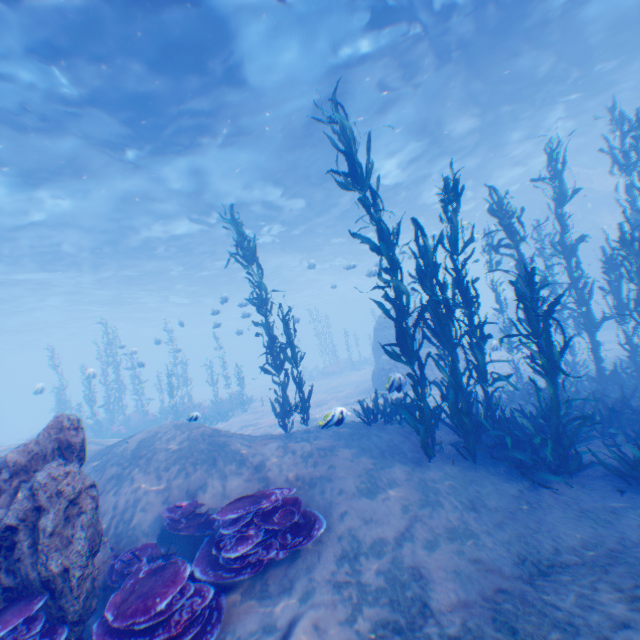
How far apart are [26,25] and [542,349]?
15.2m

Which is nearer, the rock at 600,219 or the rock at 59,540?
the rock at 59,540

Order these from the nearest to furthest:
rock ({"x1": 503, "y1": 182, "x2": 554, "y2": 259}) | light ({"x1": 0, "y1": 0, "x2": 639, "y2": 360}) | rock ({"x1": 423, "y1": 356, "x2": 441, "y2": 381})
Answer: light ({"x1": 0, "y1": 0, "x2": 639, "y2": 360}) → rock ({"x1": 423, "y1": 356, "x2": 441, "y2": 381}) → rock ({"x1": 503, "y1": 182, "x2": 554, "y2": 259})

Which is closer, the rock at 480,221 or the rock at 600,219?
the rock at 600,219

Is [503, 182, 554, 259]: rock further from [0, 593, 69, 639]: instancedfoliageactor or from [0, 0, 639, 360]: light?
Answer: [0, 593, 69, 639]: instancedfoliageactor

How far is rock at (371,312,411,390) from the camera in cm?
708

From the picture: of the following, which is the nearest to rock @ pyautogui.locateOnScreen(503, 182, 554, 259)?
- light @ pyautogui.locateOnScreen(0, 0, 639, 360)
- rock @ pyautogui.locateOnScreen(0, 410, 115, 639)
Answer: light @ pyautogui.locateOnScreen(0, 0, 639, 360)

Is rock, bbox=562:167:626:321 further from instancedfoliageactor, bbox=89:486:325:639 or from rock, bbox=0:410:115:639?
rock, bbox=0:410:115:639
